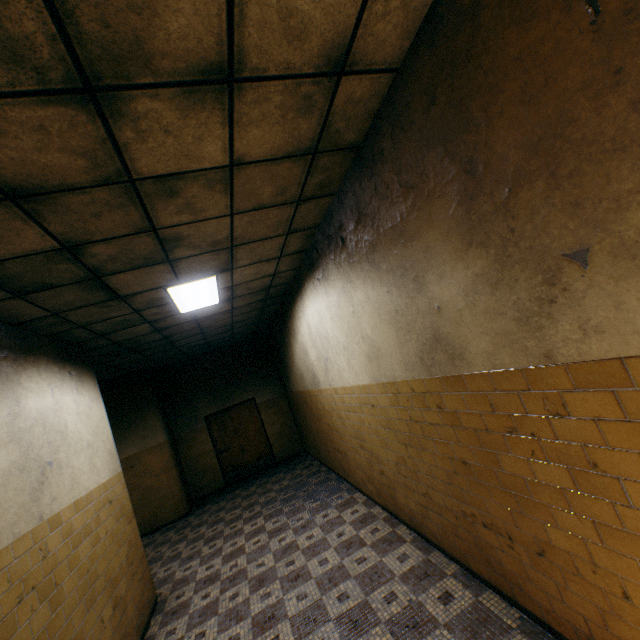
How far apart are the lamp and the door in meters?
5.7 m

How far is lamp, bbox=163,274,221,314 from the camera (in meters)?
4.17

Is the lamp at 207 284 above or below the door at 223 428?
above

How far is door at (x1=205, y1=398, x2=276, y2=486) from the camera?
9.79m

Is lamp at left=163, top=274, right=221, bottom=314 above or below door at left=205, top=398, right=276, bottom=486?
above

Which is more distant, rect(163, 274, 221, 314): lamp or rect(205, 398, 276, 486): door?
rect(205, 398, 276, 486): door

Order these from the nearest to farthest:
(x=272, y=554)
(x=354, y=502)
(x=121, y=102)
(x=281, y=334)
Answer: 1. (x=121, y=102)
2. (x=272, y=554)
3. (x=354, y=502)
4. (x=281, y=334)

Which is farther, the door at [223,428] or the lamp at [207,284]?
the door at [223,428]
